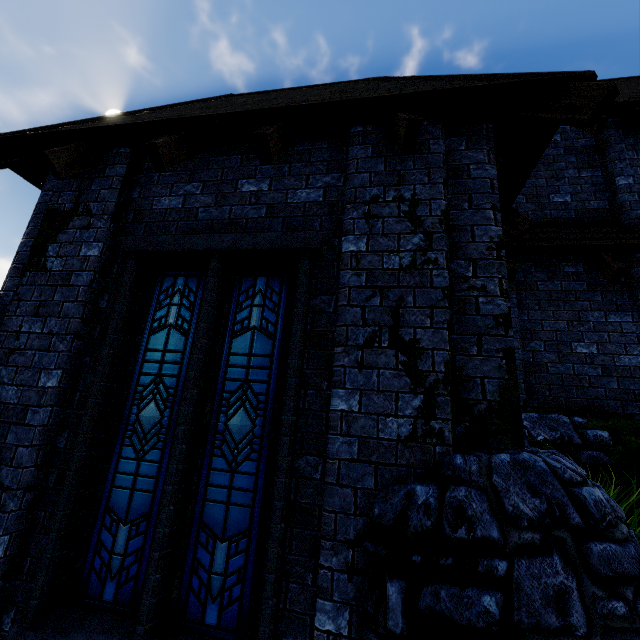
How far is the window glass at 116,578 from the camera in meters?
2.9

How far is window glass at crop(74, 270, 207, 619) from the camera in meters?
2.9

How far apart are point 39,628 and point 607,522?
4.4m
